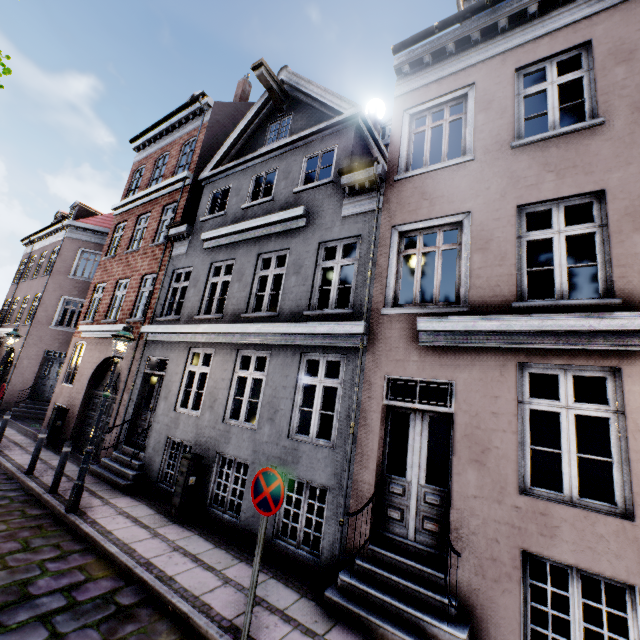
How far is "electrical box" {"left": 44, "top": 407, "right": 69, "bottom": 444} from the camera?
11.5 meters

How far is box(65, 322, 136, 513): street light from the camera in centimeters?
649cm

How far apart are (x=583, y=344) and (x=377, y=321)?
3.08m

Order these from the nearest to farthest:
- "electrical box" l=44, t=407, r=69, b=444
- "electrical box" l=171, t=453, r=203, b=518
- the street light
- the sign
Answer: the sign → the street light → "electrical box" l=171, t=453, r=203, b=518 → "electrical box" l=44, t=407, r=69, b=444

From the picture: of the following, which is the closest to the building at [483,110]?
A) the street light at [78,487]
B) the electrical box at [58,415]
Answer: the electrical box at [58,415]

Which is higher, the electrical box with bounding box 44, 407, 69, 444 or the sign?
the sign

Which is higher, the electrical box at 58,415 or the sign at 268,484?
the sign at 268,484

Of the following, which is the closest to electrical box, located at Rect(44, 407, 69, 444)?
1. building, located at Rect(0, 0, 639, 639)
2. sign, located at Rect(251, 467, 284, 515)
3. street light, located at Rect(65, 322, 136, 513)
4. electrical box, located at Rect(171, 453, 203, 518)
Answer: building, located at Rect(0, 0, 639, 639)
